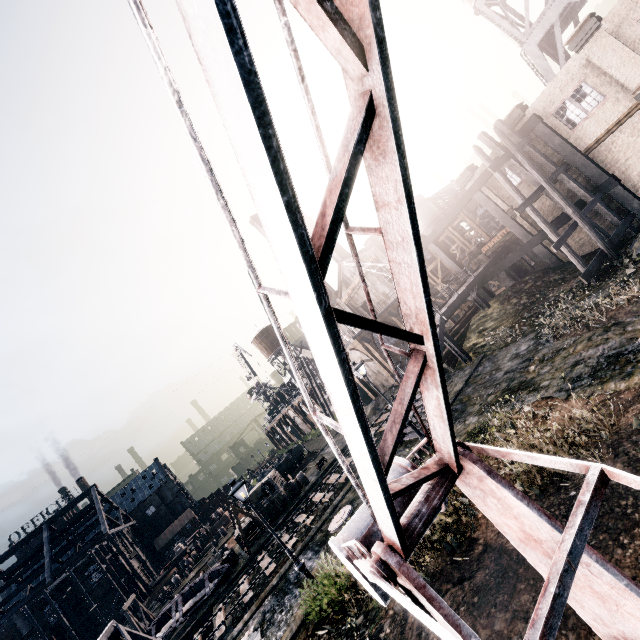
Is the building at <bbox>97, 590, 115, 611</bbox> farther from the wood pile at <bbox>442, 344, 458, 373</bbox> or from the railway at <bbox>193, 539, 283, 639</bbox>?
the wood pile at <bbox>442, 344, 458, 373</bbox>

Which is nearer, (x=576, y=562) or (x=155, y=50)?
(x=155, y=50)

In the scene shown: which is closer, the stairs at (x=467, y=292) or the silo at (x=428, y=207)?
the stairs at (x=467, y=292)

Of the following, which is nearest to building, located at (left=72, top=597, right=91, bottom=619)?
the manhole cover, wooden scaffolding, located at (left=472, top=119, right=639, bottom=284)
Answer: the manhole cover

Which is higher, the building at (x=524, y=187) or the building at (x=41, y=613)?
the building at (x=41, y=613)

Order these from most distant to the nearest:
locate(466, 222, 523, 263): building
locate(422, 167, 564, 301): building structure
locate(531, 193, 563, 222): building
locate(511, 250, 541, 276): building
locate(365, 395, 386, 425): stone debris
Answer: locate(365, 395, 386, 425): stone debris → locate(511, 250, 541, 276): building → locate(466, 222, 523, 263): building → locate(422, 167, 564, 301): building structure → locate(531, 193, 563, 222): building

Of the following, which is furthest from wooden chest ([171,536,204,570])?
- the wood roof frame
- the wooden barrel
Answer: the wooden barrel

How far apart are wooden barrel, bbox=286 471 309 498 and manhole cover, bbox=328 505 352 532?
15.74m
